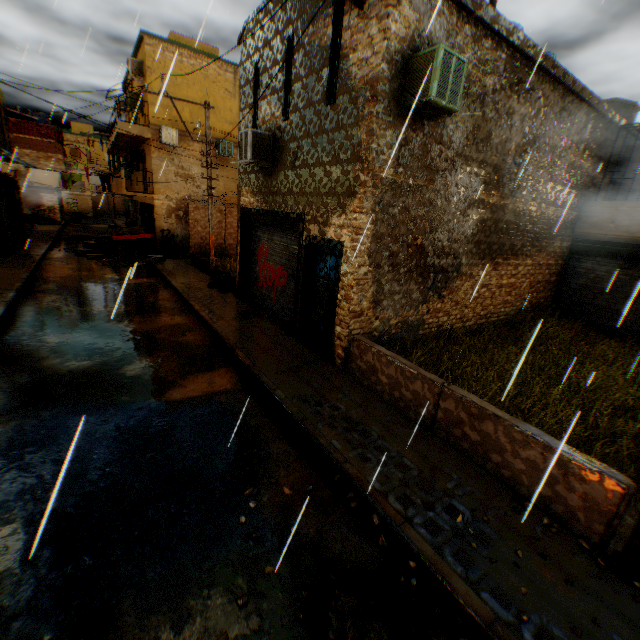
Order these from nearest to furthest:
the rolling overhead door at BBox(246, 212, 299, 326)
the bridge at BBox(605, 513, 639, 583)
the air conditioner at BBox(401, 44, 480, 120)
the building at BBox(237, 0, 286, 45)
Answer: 1. the bridge at BBox(605, 513, 639, 583)
2. the air conditioner at BBox(401, 44, 480, 120)
3. the building at BBox(237, 0, 286, 45)
4. the rolling overhead door at BBox(246, 212, 299, 326)

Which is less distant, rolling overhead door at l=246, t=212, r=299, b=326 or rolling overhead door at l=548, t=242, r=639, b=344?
rolling overhead door at l=246, t=212, r=299, b=326

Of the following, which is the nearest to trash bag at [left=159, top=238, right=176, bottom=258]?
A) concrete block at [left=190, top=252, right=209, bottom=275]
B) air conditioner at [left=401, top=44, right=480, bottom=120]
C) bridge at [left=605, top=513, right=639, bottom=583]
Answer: concrete block at [left=190, top=252, right=209, bottom=275]

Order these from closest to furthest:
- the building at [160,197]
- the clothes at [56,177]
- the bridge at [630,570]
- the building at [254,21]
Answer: the bridge at [630,570] → the building at [254,21] → the clothes at [56,177] → the building at [160,197]

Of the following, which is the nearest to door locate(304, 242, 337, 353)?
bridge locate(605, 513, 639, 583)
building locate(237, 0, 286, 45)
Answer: building locate(237, 0, 286, 45)

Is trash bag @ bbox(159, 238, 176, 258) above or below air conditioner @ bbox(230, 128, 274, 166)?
below

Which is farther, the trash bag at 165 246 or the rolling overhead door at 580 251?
the trash bag at 165 246

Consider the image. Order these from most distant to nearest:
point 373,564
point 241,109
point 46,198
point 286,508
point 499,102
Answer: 1. point 46,198
2. point 241,109
3. point 499,102
4. point 286,508
5. point 373,564
